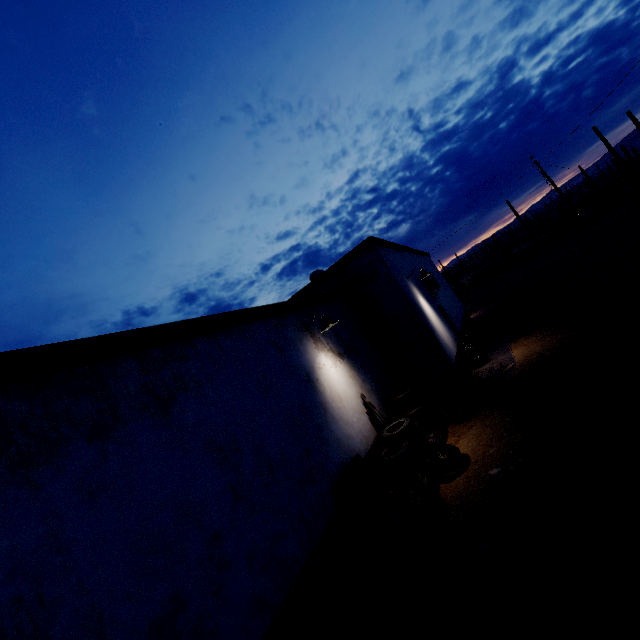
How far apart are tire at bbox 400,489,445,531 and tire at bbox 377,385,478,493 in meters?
0.2 m

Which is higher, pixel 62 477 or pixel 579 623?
pixel 62 477

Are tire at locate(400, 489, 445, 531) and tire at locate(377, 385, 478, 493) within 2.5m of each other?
yes

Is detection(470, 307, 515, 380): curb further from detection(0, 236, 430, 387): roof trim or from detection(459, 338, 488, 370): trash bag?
detection(0, 236, 430, 387): roof trim

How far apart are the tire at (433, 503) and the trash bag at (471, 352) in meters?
5.9 m

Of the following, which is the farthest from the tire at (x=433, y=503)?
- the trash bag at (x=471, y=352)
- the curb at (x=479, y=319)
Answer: the trash bag at (x=471, y=352)

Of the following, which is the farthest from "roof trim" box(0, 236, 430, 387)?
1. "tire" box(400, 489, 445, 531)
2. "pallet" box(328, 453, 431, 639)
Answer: "tire" box(400, 489, 445, 531)

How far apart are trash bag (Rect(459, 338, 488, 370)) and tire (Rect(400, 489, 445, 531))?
5.9m
